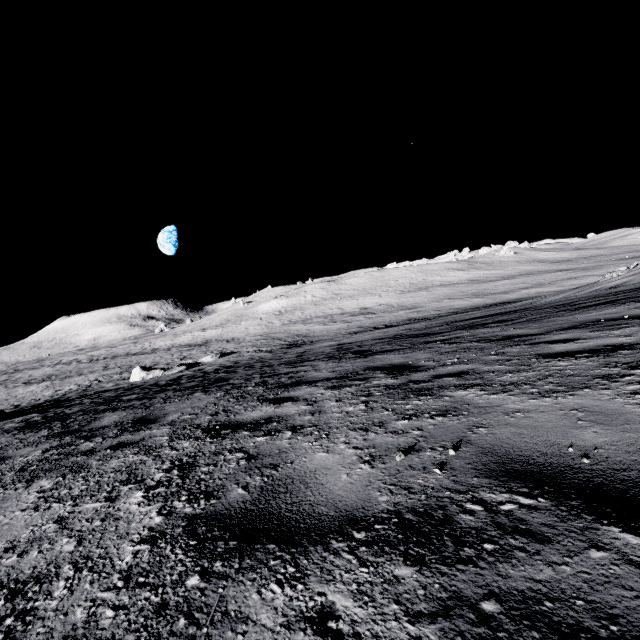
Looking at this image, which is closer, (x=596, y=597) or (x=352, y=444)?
(x=596, y=597)

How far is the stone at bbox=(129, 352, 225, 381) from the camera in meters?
25.4 m

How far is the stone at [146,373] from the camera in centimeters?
2544cm
